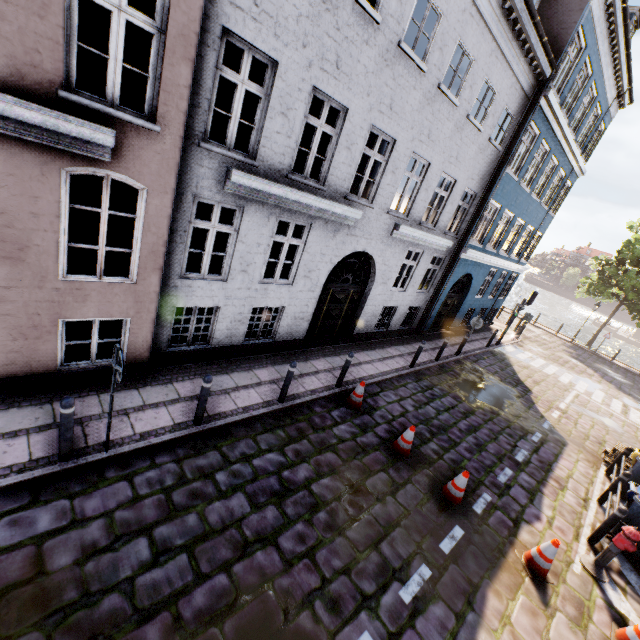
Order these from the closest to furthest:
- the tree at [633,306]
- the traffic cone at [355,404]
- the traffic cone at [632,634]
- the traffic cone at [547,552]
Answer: the traffic cone at [632,634] → the traffic cone at [547,552] → the traffic cone at [355,404] → the tree at [633,306]

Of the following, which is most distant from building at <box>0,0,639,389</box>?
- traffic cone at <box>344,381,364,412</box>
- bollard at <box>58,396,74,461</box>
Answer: traffic cone at <box>344,381,364,412</box>

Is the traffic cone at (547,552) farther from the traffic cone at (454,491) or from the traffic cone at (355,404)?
the traffic cone at (355,404)

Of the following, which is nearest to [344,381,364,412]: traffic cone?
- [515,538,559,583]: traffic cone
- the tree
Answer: [515,538,559,583]: traffic cone

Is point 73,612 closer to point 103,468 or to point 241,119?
point 103,468

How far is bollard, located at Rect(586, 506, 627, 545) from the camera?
6.5 meters

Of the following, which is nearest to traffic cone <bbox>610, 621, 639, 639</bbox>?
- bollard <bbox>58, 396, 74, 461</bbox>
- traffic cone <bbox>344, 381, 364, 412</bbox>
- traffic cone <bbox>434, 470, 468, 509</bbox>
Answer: traffic cone <bbox>434, 470, 468, 509</bbox>

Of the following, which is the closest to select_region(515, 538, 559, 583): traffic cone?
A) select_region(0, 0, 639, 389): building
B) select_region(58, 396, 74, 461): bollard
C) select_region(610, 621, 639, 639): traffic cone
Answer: select_region(610, 621, 639, 639): traffic cone
